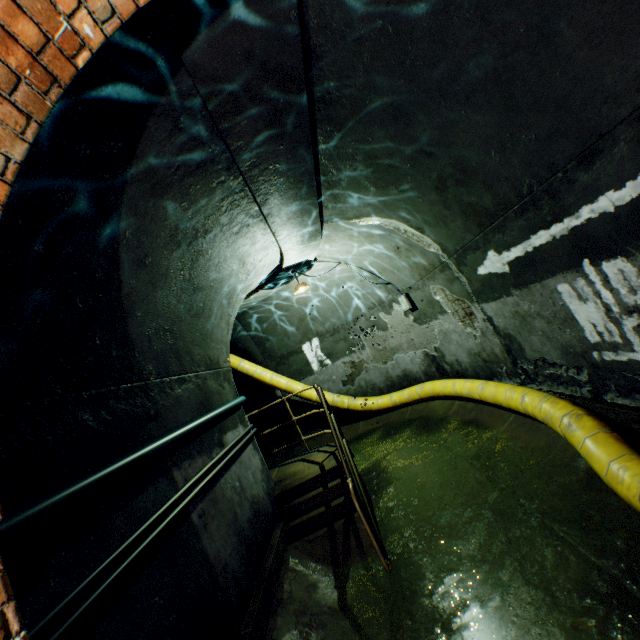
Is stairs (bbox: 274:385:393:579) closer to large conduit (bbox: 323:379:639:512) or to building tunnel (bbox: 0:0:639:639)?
building tunnel (bbox: 0:0:639:639)

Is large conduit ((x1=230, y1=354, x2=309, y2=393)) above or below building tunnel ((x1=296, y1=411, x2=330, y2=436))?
above

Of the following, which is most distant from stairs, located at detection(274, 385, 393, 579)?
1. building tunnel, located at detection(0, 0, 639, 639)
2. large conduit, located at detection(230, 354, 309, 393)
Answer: large conduit, located at detection(230, 354, 309, 393)

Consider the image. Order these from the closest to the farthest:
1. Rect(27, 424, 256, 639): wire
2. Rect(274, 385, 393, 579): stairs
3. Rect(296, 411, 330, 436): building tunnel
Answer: Rect(27, 424, 256, 639): wire → Rect(274, 385, 393, 579): stairs → Rect(296, 411, 330, 436): building tunnel

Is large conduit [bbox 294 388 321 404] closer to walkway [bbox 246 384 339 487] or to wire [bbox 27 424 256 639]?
walkway [bbox 246 384 339 487]

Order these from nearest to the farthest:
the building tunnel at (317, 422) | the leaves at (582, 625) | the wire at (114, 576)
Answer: the wire at (114, 576)
the leaves at (582, 625)
the building tunnel at (317, 422)

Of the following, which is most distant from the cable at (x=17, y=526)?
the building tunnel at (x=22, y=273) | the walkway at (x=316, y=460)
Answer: the walkway at (x=316, y=460)

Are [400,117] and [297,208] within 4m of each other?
yes
